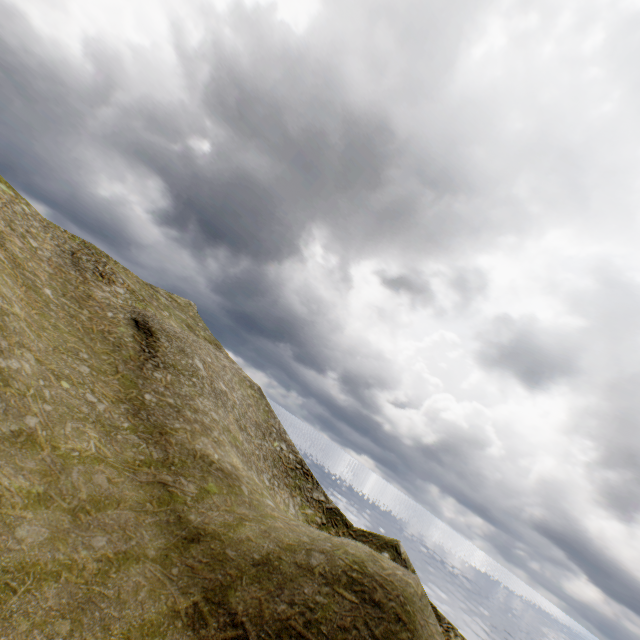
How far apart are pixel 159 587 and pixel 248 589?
3.8m
